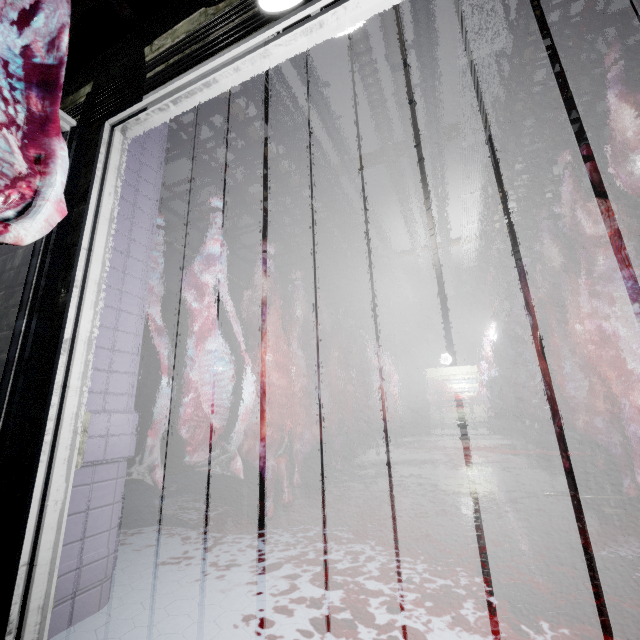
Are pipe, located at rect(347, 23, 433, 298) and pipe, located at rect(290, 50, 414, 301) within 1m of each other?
yes

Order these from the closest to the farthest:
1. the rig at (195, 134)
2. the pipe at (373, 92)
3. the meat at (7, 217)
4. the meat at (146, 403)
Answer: the meat at (7, 217) → the meat at (146, 403) → the rig at (195, 134) → the pipe at (373, 92)

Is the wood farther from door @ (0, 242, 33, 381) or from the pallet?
the pallet

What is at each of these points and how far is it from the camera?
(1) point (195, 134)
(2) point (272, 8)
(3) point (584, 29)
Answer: (1) rig, 2.0m
(2) light, 1.1m
(3) rig, 1.6m

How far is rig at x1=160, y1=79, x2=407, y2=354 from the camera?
2.3 meters

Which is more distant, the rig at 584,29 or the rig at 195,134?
the rig at 195,134

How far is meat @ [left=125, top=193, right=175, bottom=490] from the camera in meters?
1.8

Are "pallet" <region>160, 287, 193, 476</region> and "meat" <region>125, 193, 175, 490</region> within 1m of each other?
no
